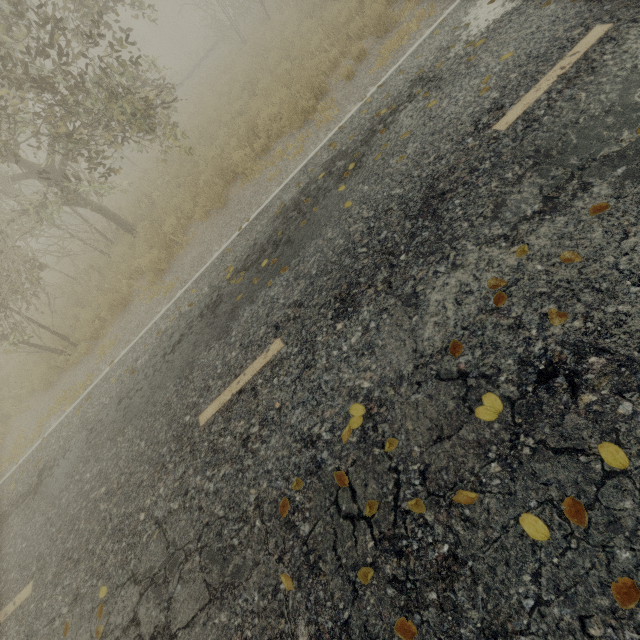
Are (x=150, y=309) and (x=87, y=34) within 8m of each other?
yes
